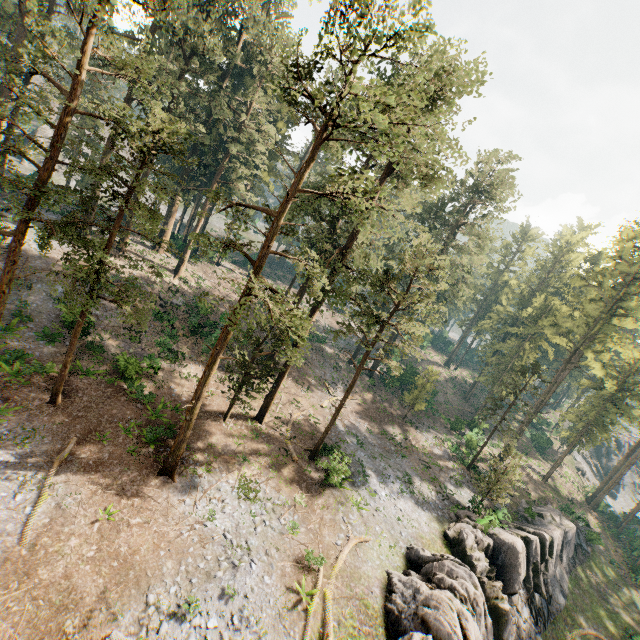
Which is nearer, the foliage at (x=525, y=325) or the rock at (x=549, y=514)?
the rock at (x=549, y=514)

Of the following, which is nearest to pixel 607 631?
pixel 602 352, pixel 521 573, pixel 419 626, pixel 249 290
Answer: pixel 521 573

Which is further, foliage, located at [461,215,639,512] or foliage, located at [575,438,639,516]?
foliage, located at [575,438,639,516]

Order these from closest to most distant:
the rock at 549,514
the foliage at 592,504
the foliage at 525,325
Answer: the rock at 549,514, the foliage at 525,325, the foliage at 592,504

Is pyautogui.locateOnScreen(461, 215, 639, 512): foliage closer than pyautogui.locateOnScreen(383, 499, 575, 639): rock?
No
